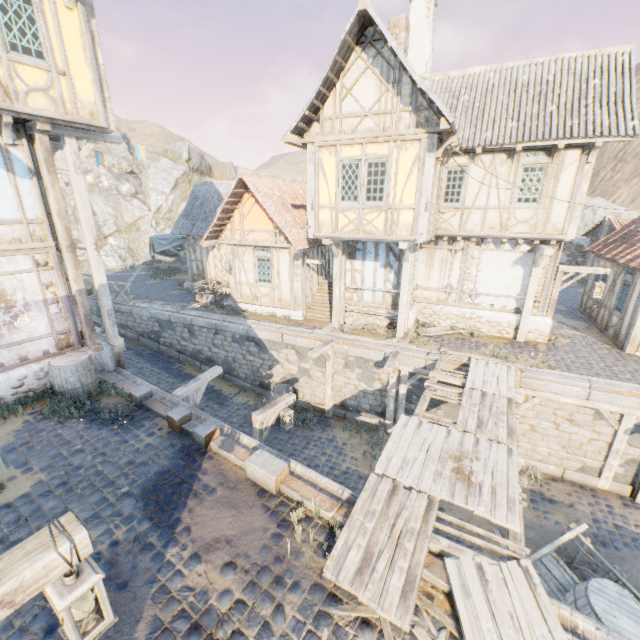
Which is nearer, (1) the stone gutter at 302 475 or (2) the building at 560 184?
(1) the stone gutter at 302 475

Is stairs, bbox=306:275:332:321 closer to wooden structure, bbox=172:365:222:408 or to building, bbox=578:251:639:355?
wooden structure, bbox=172:365:222:408

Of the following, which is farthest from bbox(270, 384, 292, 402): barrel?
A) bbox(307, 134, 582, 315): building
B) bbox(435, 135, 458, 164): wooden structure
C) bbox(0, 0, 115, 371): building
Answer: bbox(435, 135, 458, 164): wooden structure

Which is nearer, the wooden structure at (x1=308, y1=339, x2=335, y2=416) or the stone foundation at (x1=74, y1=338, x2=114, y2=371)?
the stone foundation at (x1=74, y1=338, x2=114, y2=371)

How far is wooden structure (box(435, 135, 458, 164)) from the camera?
9.2 meters

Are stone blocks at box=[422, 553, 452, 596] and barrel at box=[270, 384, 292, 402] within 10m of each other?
yes

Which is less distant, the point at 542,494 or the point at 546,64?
the point at 542,494

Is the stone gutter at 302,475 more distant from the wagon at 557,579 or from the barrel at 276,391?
the barrel at 276,391
